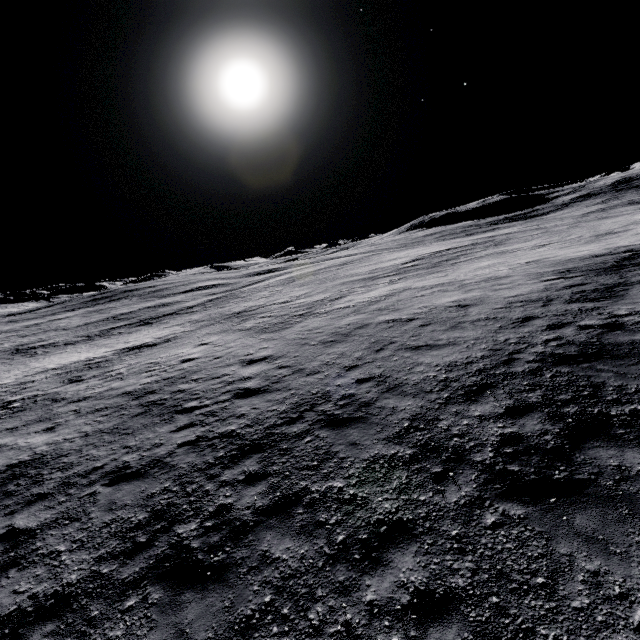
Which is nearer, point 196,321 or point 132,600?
point 132,600
